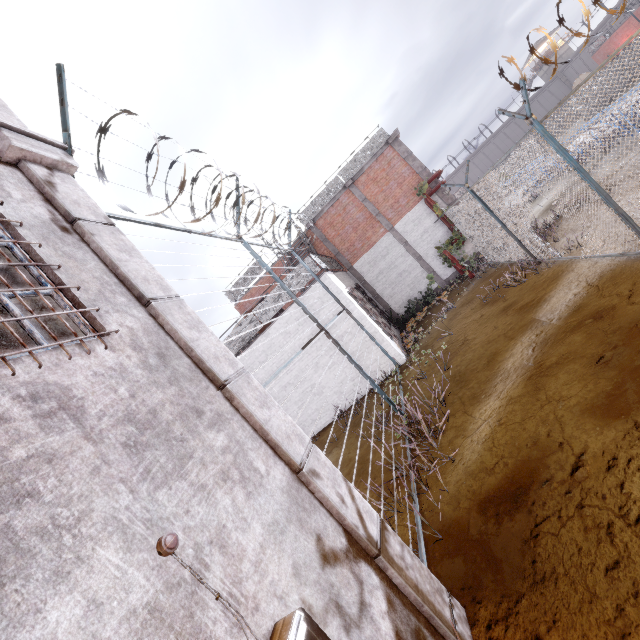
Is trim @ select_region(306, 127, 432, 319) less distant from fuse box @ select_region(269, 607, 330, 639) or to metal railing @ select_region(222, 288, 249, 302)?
metal railing @ select_region(222, 288, 249, 302)

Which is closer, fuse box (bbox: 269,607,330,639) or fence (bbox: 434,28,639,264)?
fuse box (bbox: 269,607,330,639)

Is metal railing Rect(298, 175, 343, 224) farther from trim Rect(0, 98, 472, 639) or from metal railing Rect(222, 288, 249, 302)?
trim Rect(0, 98, 472, 639)

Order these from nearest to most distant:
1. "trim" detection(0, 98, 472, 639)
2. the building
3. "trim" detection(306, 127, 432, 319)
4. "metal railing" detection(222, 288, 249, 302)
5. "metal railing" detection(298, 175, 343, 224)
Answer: "trim" detection(0, 98, 472, 639) → "trim" detection(306, 127, 432, 319) → "metal railing" detection(298, 175, 343, 224) → "metal railing" detection(222, 288, 249, 302) → the building

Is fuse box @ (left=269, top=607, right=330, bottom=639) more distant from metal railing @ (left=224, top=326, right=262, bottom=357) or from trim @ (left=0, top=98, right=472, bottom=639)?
metal railing @ (left=224, top=326, right=262, bottom=357)

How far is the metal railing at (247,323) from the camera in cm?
1188

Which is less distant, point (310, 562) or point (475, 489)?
point (310, 562)
